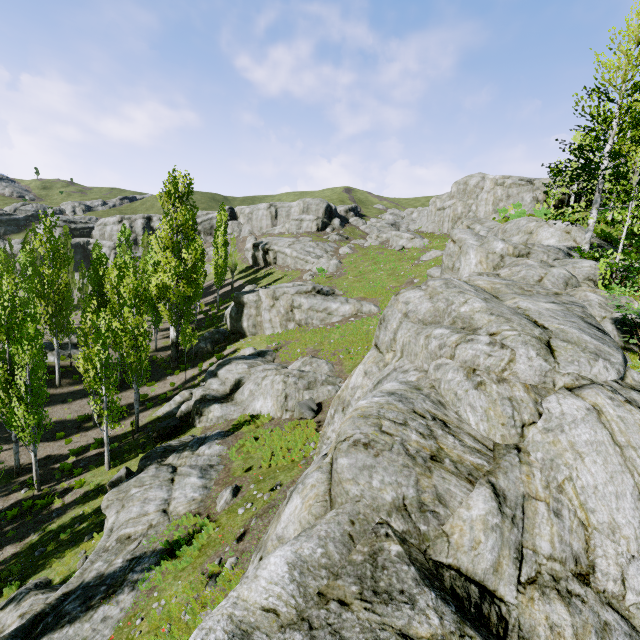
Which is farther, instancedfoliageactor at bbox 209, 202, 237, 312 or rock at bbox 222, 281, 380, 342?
instancedfoliageactor at bbox 209, 202, 237, 312

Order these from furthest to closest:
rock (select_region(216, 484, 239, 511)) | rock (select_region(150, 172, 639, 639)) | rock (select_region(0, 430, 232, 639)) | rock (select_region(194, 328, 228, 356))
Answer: rock (select_region(194, 328, 228, 356))
rock (select_region(216, 484, 239, 511))
rock (select_region(0, 430, 232, 639))
rock (select_region(150, 172, 639, 639))

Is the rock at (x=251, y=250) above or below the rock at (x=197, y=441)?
above

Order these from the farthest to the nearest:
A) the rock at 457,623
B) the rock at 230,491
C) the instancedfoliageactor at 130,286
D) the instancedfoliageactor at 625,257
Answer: the instancedfoliageactor at 130,286
the instancedfoliageactor at 625,257
the rock at 230,491
the rock at 457,623

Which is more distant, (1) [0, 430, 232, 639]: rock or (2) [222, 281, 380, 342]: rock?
(2) [222, 281, 380, 342]: rock

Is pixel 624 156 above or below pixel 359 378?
above
